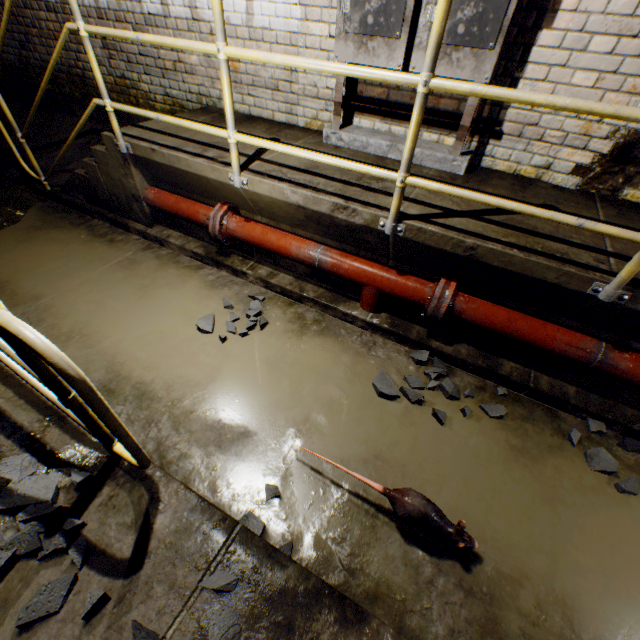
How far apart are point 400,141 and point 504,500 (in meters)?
2.85

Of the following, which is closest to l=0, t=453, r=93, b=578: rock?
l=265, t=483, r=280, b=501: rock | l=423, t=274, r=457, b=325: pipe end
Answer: l=265, t=483, r=280, b=501: rock

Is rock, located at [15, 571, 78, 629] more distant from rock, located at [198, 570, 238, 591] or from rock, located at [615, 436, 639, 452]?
rock, located at [615, 436, 639, 452]

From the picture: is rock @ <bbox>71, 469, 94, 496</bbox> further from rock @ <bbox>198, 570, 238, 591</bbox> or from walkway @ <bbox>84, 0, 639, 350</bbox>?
walkway @ <bbox>84, 0, 639, 350</bbox>

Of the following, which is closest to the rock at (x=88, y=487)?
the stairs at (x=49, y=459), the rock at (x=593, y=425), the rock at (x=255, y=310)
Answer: the stairs at (x=49, y=459)

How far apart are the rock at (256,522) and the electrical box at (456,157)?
2.9 meters

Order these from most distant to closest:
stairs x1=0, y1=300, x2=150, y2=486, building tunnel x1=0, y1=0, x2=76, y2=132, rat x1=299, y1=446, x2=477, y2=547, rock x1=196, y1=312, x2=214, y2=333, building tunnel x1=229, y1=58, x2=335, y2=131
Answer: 1. building tunnel x1=0, y1=0, x2=76, y2=132
2. building tunnel x1=229, y1=58, x2=335, y2=131
3. rock x1=196, y1=312, x2=214, y2=333
4. rat x1=299, y1=446, x2=477, y2=547
5. stairs x1=0, y1=300, x2=150, y2=486

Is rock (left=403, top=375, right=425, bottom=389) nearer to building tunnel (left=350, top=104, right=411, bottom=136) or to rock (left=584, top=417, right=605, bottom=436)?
building tunnel (left=350, top=104, right=411, bottom=136)
